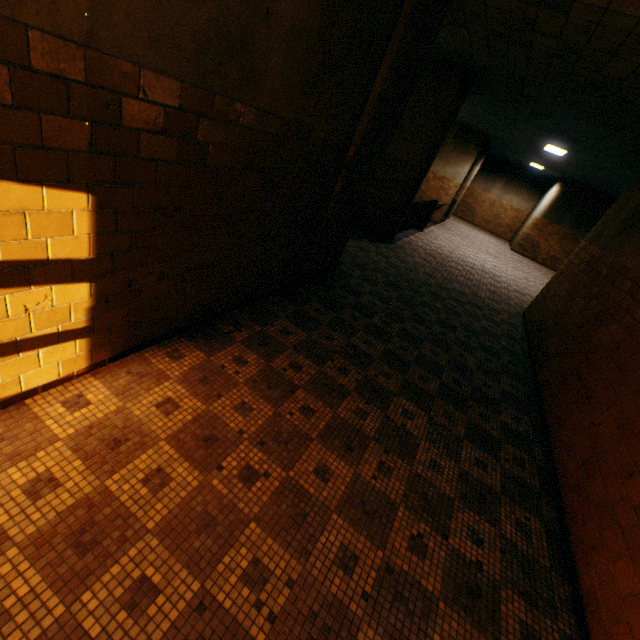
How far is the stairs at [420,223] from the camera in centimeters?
1092cm

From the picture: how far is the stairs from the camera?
10.92m

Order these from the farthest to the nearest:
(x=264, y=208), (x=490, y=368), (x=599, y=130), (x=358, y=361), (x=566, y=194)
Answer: (x=566, y=194)
(x=599, y=130)
(x=490, y=368)
(x=358, y=361)
(x=264, y=208)
